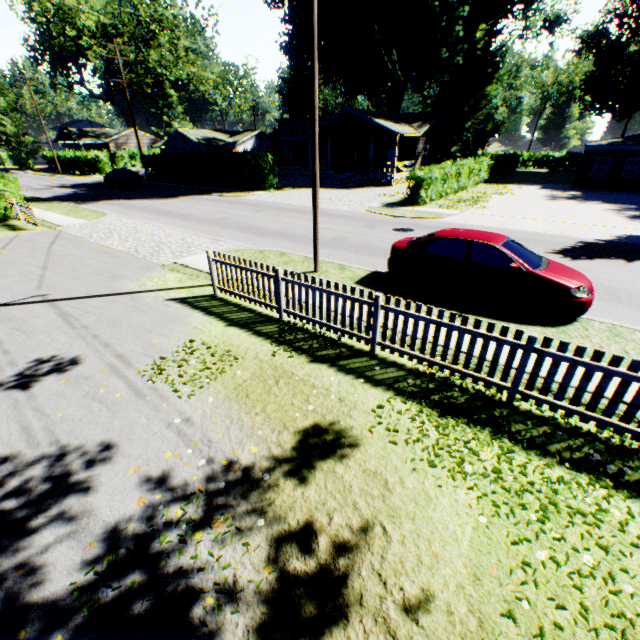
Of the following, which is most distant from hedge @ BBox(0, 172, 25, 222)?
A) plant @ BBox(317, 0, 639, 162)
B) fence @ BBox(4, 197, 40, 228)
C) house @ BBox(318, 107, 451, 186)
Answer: plant @ BBox(317, 0, 639, 162)

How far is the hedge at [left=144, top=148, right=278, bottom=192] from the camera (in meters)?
27.91

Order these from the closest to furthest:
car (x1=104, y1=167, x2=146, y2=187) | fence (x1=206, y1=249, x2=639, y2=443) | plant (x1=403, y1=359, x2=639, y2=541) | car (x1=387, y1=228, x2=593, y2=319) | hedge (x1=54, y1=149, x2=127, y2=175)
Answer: plant (x1=403, y1=359, x2=639, y2=541)
fence (x1=206, y1=249, x2=639, y2=443)
car (x1=387, y1=228, x2=593, y2=319)
car (x1=104, y1=167, x2=146, y2=187)
hedge (x1=54, y1=149, x2=127, y2=175)

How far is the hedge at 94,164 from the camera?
44.1 meters

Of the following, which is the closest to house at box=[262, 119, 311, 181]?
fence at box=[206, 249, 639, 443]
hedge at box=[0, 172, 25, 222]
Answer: hedge at box=[0, 172, 25, 222]

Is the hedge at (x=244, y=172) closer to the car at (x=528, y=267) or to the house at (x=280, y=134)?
the house at (x=280, y=134)

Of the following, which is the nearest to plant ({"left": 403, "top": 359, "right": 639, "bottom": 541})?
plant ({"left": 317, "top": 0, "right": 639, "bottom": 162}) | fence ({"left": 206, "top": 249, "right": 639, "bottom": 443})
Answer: fence ({"left": 206, "top": 249, "right": 639, "bottom": 443})

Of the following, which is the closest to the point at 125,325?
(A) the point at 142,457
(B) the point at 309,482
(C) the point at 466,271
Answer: (A) the point at 142,457
